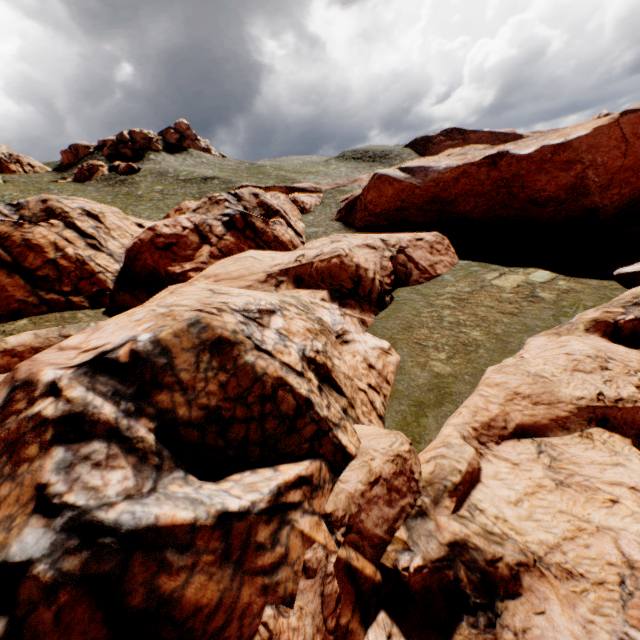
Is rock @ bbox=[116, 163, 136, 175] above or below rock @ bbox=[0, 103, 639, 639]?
above

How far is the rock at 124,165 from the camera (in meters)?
58.84

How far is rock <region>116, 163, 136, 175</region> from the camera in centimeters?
5884cm

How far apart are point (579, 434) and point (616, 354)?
4.6 meters

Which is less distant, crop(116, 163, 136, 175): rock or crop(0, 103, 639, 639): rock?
crop(0, 103, 639, 639): rock

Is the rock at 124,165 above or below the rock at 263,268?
above
